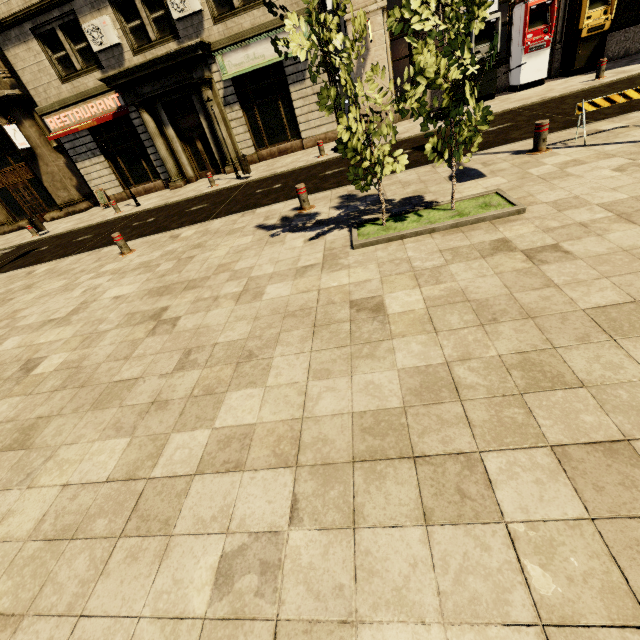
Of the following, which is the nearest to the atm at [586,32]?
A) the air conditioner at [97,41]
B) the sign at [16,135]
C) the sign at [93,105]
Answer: the air conditioner at [97,41]

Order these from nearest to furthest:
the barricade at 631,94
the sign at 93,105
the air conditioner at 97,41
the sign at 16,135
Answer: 1. the barricade at 631,94
2. the air conditioner at 97,41
3. the sign at 93,105
4. the sign at 16,135

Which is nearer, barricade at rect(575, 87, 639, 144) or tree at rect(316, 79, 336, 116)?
tree at rect(316, 79, 336, 116)

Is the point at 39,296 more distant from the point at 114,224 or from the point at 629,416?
the point at 629,416

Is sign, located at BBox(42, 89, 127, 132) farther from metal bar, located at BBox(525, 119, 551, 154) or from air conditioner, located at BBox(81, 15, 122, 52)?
metal bar, located at BBox(525, 119, 551, 154)

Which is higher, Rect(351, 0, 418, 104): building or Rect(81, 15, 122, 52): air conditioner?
Rect(81, 15, 122, 52): air conditioner

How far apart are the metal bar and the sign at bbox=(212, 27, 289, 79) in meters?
11.5

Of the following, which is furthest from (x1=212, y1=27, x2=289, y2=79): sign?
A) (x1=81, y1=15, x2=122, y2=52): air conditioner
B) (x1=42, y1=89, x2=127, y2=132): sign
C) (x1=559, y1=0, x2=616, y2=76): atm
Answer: (x1=559, y1=0, x2=616, y2=76): atm
